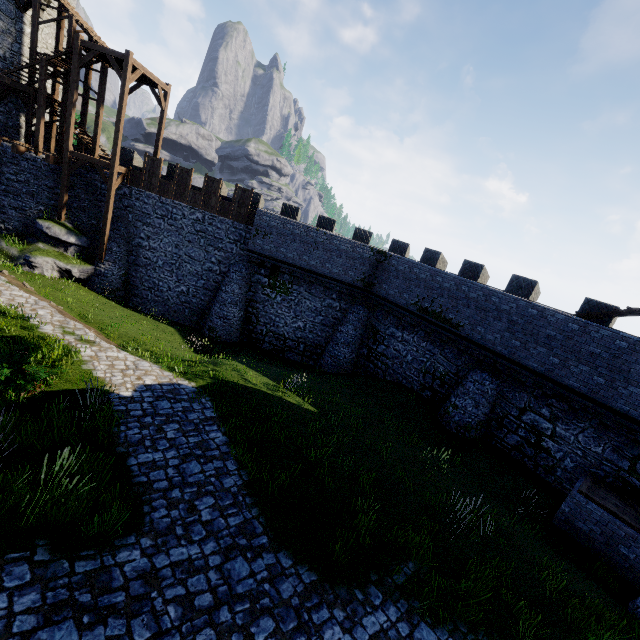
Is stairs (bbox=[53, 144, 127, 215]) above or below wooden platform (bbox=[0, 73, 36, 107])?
below

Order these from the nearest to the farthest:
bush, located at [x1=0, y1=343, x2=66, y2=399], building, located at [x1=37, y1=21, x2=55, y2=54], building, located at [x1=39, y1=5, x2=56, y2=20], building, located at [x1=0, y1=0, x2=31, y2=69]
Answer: bush, located at [x1=0, y1=343, x2=66, y2=399] < building, located at [x1=0, y1=0, x2=31, y2=69] < building, located at [x1=39, y1=5, x2=56, y2=20] < building, located at [x1=37, y1=21, x2=55, y2=54]

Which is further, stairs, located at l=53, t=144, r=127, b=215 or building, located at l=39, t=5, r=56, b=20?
building, located at l=39, t=5, r=56, b=20

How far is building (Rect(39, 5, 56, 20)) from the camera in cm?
2159

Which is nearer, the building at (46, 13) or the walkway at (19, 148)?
the walkway at (19, 148)

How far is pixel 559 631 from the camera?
7.21m

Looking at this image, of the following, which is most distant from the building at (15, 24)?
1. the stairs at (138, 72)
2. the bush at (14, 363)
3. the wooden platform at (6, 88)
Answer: the bush at (14, 363)

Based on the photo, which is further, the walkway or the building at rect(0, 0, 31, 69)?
the building at rect(0, 0, 31, 69)
